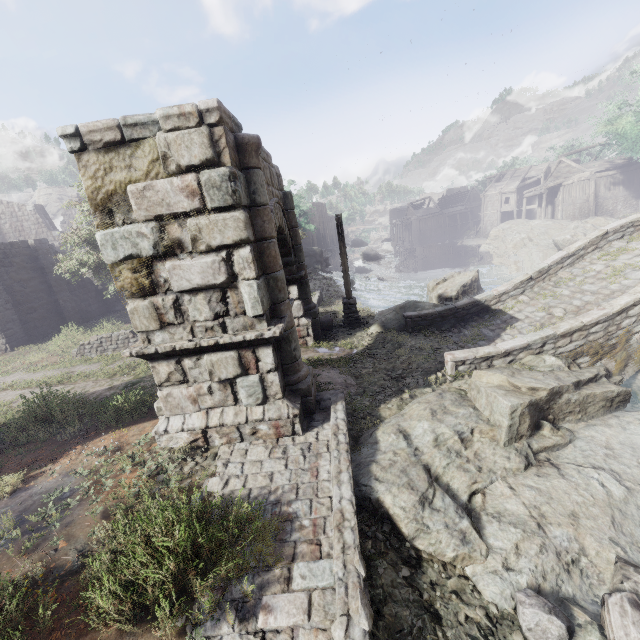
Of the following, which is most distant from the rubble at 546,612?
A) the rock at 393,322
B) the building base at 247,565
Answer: the rock at 393,322

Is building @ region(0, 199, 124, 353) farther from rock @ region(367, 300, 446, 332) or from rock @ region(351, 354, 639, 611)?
rock @ region(367, 300, 446, 332)

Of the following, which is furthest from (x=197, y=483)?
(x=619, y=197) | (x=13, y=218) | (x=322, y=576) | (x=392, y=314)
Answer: (x=619, y=197)

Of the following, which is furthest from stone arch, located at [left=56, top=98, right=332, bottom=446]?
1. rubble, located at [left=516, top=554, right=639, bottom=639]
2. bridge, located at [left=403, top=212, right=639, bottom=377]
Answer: rubble, located at [left=516, top=554, right=639, bottom=639]

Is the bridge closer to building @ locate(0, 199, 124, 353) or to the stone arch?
the stone arch

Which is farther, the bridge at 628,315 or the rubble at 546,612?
the bridge at 628,315

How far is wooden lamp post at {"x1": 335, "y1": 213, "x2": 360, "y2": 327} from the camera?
13.0 meters

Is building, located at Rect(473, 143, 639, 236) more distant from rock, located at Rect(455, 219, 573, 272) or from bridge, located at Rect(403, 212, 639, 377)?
bridge, located at Rect(403, 212, 639, 377)
